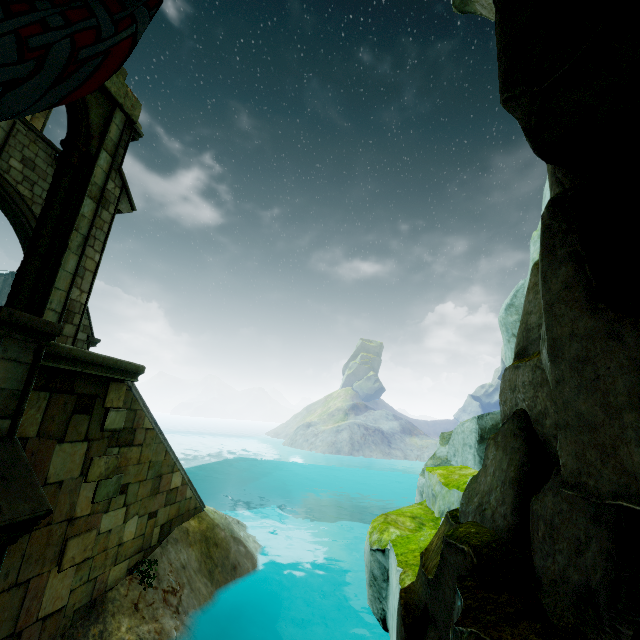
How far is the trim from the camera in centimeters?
464cm

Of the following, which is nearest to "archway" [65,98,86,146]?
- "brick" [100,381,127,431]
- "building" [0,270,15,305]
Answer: "brick" [100,381,127,431]

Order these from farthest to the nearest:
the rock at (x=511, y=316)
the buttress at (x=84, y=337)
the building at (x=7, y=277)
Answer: the building at (x=7, y=277) < the buttress at (x=84, y=337) < the rock at (x=511, y=316)

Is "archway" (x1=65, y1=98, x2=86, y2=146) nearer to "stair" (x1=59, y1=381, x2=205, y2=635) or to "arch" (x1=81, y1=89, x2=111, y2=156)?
"arch" (x1=81, y1=89, x2=111, y2=156)

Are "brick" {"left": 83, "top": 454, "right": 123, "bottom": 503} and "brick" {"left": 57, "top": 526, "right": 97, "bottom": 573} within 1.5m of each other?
yes

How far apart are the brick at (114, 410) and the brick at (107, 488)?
0.4 meters

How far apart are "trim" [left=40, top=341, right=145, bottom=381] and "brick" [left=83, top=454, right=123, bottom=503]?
1.4 meters

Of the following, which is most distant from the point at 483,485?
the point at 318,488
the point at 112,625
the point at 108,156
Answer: the point at 318,488
